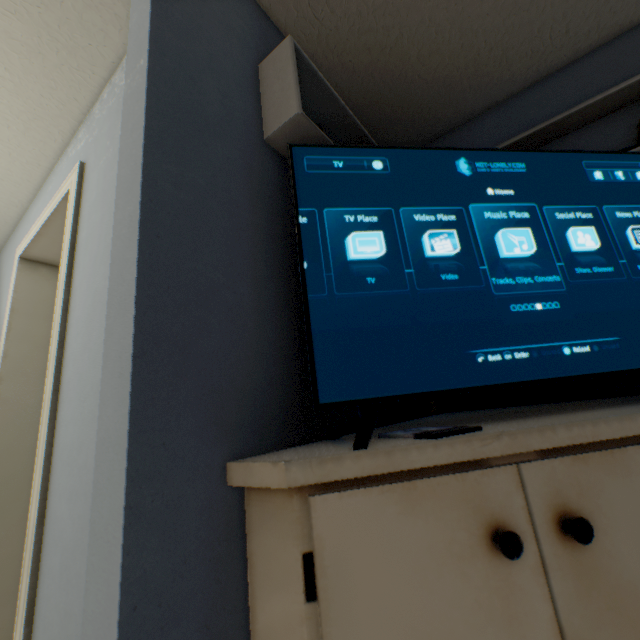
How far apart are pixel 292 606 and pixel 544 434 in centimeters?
54cm

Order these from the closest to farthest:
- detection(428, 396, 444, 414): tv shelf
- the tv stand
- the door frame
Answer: the tv stand
the door frame
detection(428, 396, 444, 414): tv shelf

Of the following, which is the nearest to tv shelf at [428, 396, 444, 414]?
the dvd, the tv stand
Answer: the tv stand

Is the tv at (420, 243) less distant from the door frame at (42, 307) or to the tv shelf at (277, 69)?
the tv shelf at (277, 69)

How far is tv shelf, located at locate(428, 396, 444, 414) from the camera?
1.55m

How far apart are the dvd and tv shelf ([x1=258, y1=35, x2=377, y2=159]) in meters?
0.8

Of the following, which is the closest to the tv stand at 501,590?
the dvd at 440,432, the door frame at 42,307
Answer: the dvd at 440,432
